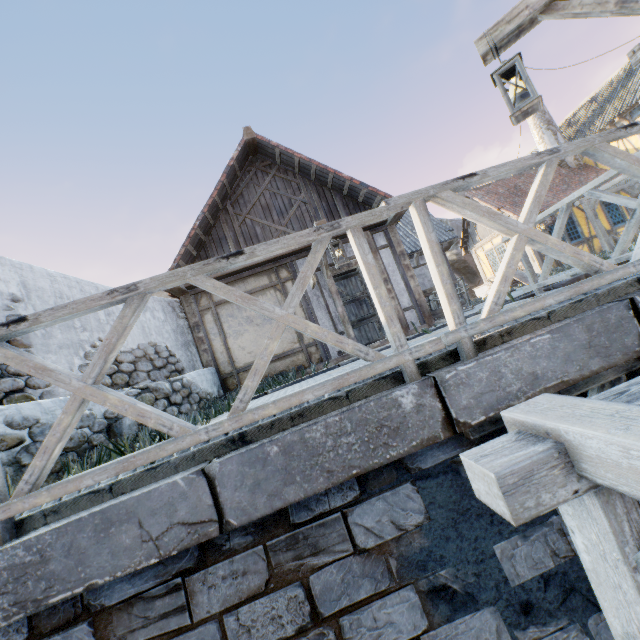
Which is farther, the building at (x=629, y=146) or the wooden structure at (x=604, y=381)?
the building at (x=629, y=146)

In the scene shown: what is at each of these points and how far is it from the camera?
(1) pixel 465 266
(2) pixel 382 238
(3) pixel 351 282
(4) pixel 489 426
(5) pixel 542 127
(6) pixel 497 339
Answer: (1) rock, 23.1m
(2) building, 8.5m
(3) wooden box, 12.5m
(4) wooden structure, 2.0m
(5) chimney, 18.0m
(6) stone gutter, 2.2m

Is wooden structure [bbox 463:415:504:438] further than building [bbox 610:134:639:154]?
No

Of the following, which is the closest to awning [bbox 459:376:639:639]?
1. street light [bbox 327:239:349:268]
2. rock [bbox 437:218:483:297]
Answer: street light [bbox 327:239:349:268]

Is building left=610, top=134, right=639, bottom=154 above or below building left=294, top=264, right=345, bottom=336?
above

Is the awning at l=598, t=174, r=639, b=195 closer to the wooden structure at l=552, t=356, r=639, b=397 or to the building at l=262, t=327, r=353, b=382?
the building at l=262, t=327, r=353, b=382

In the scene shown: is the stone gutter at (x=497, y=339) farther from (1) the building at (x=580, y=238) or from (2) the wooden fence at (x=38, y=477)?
(1) the building at (x=580, y=238)

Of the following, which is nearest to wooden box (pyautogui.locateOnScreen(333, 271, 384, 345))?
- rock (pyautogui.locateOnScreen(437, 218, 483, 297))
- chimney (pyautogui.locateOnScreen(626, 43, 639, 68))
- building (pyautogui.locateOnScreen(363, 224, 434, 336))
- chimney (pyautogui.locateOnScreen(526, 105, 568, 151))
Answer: building (pyautogui.locateOnScreen(363, 224, 434, 336))
